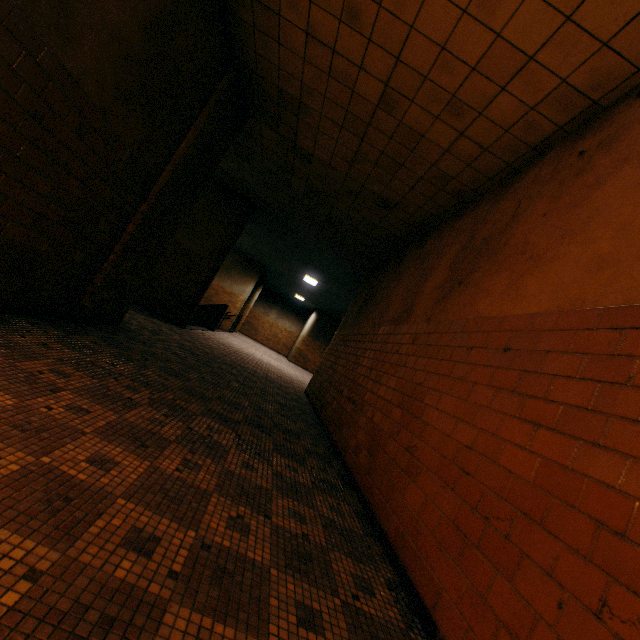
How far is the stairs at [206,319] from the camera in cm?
1254

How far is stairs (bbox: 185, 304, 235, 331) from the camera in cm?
1254

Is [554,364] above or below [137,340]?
above
